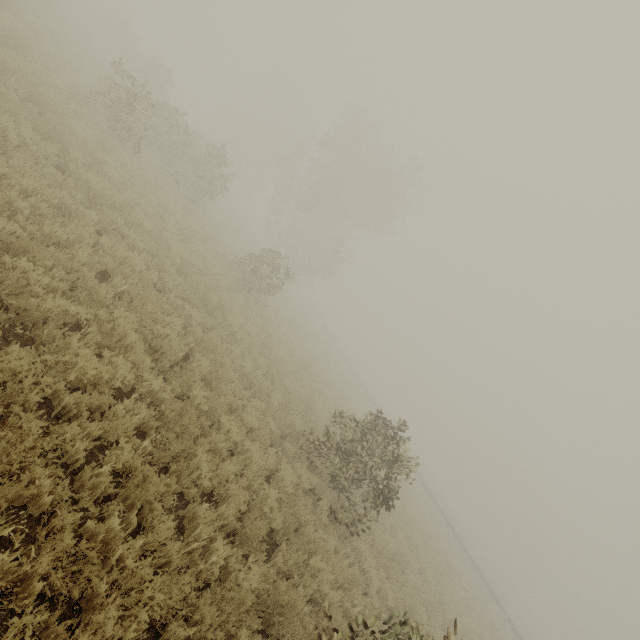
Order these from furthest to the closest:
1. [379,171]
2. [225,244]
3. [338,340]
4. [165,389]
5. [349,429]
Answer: [338,340]
[379,171]
[225,244]
[349,429]
[165,389]
